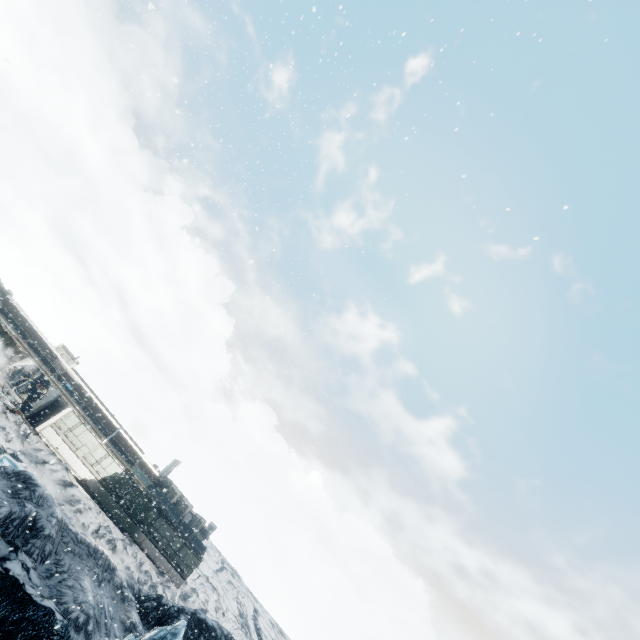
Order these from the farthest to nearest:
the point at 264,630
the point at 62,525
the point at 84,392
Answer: the point at 264,630 < the point at 84,392 < the point at 62,525
